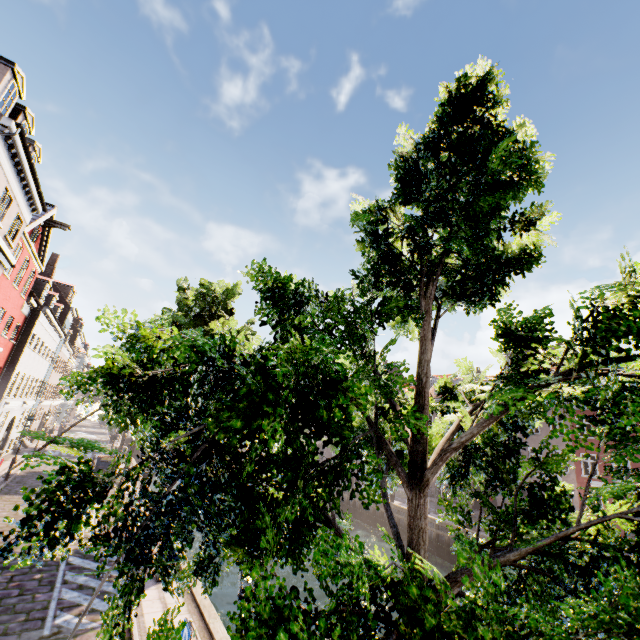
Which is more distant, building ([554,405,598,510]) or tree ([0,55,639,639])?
building ([554,405,598,510])

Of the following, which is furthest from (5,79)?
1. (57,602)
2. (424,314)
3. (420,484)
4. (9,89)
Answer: (420,484)

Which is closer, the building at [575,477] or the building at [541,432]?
the building at [575,477]

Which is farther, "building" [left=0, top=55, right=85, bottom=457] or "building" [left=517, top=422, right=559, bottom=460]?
"building" [left=517, top=422, right=559, bottom=460]

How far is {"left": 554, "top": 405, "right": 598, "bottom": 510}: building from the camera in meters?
26.0

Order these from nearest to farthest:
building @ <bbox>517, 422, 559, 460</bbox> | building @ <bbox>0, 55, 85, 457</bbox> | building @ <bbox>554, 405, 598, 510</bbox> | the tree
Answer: the tree
building @ <bbox>0, 55, 85, 457</bbox>
building @ <bbox>554, 405, 598, 510</bbox>
building @ <bbox>517, 422, 559, 460</bbox>

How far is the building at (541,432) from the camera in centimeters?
2917cm
